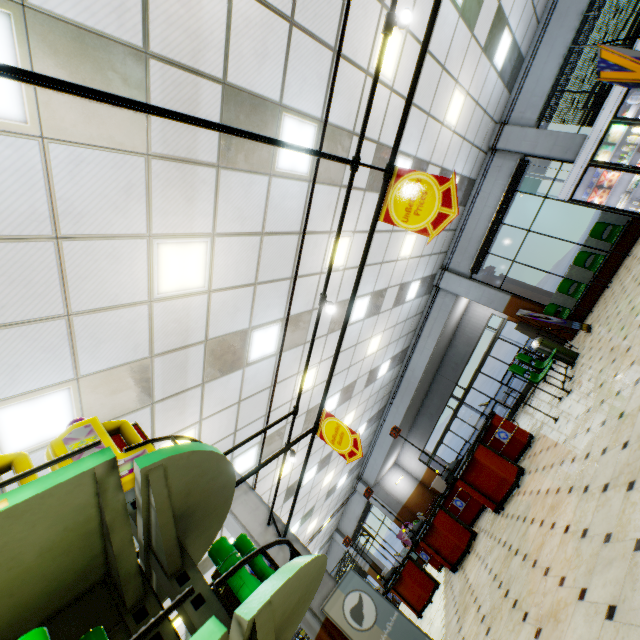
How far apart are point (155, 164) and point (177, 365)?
2.9 meters

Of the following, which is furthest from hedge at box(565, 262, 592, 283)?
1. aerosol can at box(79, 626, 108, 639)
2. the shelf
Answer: aerosol can at box(79, 626, 108, 639)

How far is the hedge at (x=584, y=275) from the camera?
10.3 meters

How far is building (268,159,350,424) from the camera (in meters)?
5.84

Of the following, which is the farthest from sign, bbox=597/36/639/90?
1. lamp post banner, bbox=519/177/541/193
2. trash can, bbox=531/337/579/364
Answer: lamp post banner, bbox=519/177/541/193

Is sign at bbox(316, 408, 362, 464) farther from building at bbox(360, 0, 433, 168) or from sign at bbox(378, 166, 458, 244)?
sign at bbox(378, 166, 458, 244)

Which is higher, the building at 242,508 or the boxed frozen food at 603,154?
the building at 242,508

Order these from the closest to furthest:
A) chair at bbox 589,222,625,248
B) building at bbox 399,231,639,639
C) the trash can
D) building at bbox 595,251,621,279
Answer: building at bbox 399,231,639,639, the trash can, chair at bbox 589,222,625,248, building at bbox 595,251,621,279
